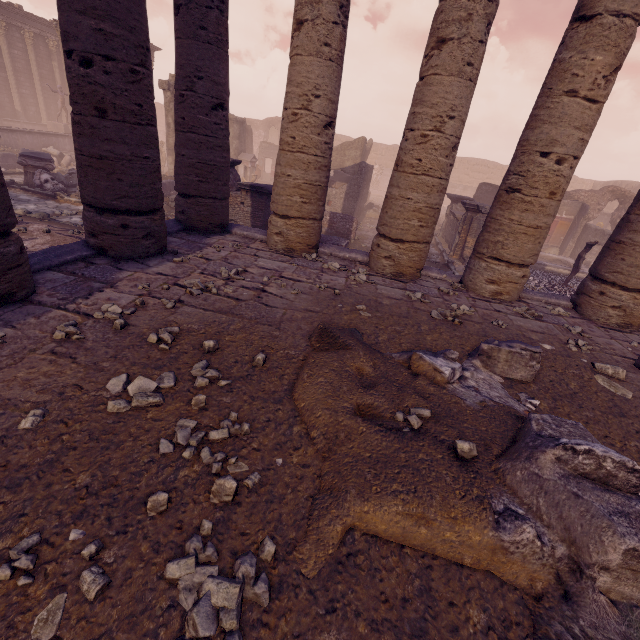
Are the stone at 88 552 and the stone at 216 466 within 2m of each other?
yes

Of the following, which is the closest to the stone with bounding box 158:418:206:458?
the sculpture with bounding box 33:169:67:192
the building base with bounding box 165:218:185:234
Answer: the building base with bounding box 165:218:185:234

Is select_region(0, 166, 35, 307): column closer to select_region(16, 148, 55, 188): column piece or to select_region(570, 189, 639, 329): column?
select_region(570, 189, 639, 329): column

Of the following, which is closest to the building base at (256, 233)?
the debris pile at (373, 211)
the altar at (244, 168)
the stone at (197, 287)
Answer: the stone at (197, 287)

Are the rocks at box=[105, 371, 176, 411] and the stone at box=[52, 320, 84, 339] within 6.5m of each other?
yes

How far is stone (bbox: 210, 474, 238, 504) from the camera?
1.8 meters

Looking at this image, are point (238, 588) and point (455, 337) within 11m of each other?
yes

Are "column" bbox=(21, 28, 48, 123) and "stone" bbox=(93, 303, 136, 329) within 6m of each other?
no
